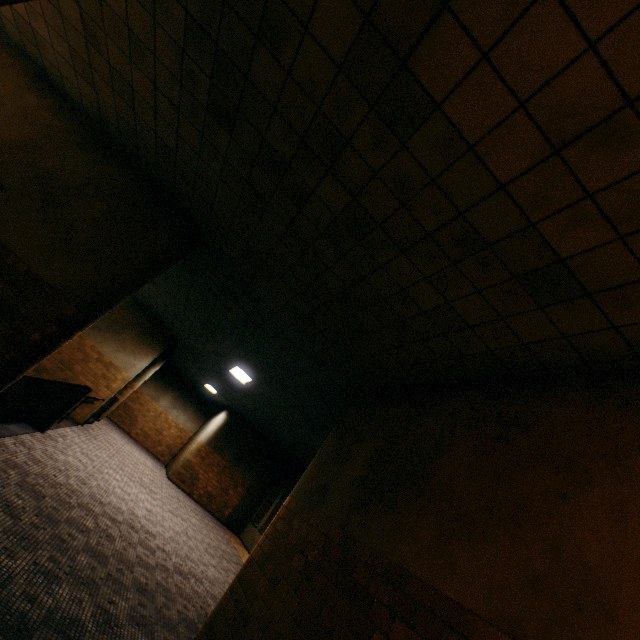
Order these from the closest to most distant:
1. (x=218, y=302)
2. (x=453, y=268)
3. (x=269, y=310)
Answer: (x=453, y=268), (x=269, y=310), (x=218, y=302)
